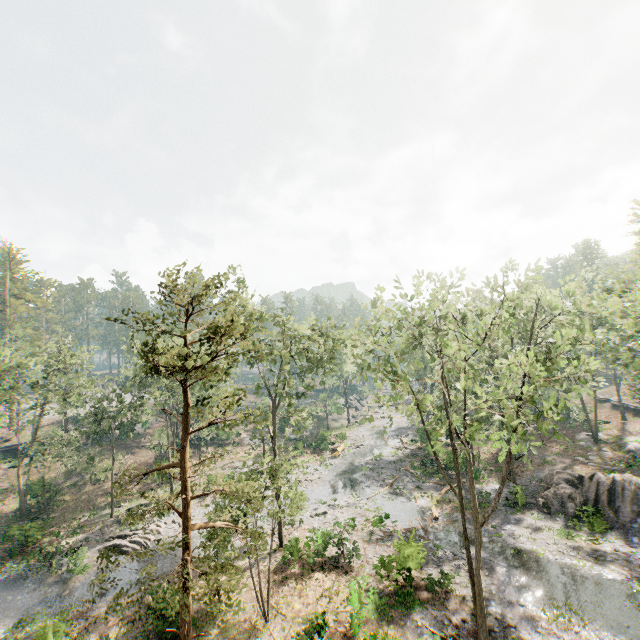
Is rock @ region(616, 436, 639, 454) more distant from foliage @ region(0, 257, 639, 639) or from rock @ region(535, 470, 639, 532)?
rock @ region(535, 470, 639, 532)

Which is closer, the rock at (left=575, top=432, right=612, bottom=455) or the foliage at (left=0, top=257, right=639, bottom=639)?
the foliage at (left=0, top=257, right=639, bottom=639)

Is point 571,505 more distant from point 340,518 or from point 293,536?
point 293,536

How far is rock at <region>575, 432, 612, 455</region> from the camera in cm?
3547

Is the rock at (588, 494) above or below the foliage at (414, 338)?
below

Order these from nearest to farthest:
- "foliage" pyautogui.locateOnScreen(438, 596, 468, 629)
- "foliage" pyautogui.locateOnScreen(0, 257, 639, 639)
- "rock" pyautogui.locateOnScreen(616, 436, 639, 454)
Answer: "foliage" pyautogui.locateOnScreen(0, 257, 639, 639) < "foliage" pyautogui.locateOnScreen(438, 596, 468, 629) < "rock" pyautogui.locateOnScreen(616, 436, 639, 454)

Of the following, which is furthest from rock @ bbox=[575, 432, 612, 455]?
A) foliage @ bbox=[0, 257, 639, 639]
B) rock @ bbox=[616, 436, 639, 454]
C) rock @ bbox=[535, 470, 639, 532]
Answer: rock @ bbox=[535, 470, 639, 532]

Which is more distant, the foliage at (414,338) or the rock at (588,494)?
the rock at (588,494)
